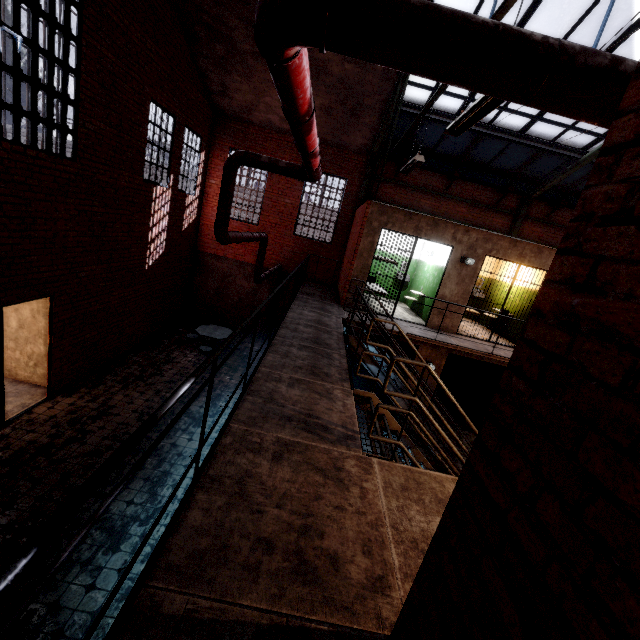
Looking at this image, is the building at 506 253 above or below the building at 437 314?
above

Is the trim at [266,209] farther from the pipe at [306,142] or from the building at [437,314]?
the building at [437,314]

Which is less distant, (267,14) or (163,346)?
(267,14)

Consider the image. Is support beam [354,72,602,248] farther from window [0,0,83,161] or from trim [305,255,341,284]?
window [0,0,83,161]

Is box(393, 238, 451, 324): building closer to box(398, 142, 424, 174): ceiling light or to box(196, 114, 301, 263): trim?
box(196, 114, 301, 263): trim

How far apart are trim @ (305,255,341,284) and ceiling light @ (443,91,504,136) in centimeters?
873cm

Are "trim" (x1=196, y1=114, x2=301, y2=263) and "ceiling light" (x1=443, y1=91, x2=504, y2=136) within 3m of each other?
no

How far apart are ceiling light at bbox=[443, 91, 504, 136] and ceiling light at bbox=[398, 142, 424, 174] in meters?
1.4 m
